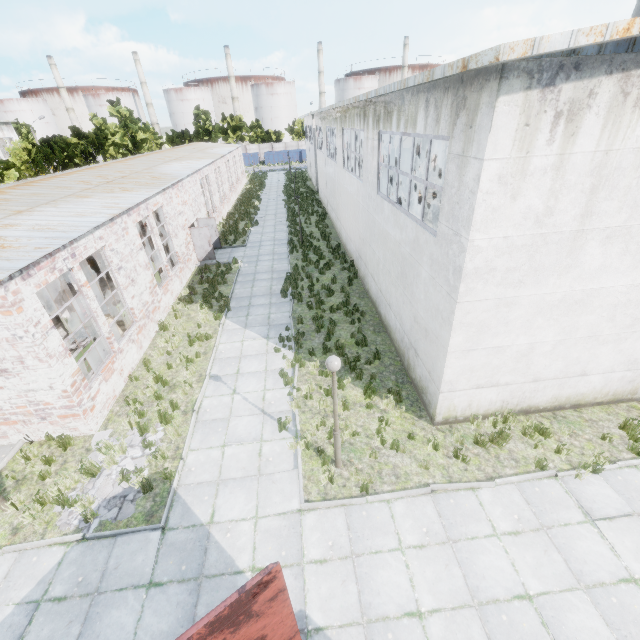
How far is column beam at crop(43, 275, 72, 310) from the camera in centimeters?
1254cm

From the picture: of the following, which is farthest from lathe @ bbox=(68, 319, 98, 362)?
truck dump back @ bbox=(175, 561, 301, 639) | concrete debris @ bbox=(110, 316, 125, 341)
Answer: truck dump back @ bbox=(175, 561, 301, 639)

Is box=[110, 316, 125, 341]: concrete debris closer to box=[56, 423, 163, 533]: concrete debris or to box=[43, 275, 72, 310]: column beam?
box=[43, 275, 72, 310]: column beam

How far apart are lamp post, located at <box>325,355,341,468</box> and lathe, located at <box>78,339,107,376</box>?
8.67m

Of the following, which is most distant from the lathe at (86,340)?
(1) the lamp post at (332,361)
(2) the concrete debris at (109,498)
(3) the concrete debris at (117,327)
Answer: (1) the lamp post at (332,361)

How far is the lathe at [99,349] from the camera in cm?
1086

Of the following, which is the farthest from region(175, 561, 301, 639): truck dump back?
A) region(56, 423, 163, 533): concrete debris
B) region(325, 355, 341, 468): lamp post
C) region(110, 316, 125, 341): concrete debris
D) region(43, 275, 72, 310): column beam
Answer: region(43, 275, 72, 310): column beam

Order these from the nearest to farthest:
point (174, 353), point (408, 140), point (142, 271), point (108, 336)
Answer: point (108, 336) → point (174, 353) → point (142, 271) → point (408, 140)
